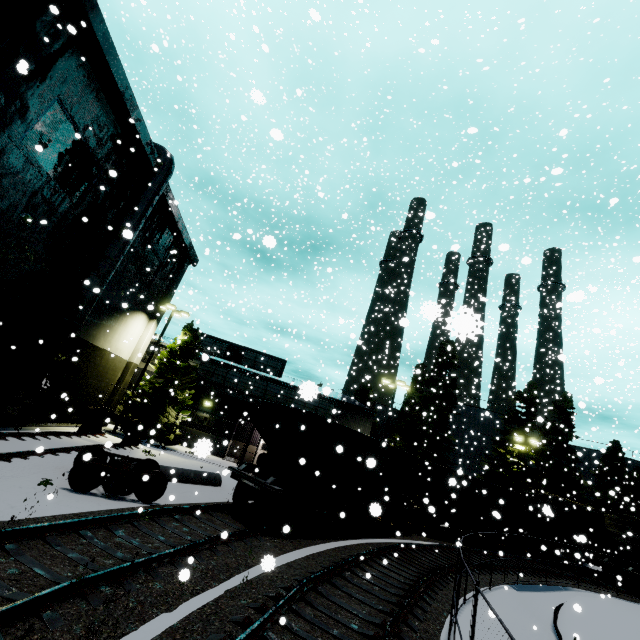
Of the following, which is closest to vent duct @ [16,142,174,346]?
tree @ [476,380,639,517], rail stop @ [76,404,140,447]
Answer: rail stop @ [76,404,140,447]

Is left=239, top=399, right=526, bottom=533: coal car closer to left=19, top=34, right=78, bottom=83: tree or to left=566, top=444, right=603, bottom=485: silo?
left=19, top=34, right=78, bottom=83: tree

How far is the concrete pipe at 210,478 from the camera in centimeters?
1445cm

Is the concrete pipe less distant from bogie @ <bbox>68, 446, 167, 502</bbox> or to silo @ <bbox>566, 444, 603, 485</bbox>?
bogie @ <bbox>68, 446, 167, 502</bbox>

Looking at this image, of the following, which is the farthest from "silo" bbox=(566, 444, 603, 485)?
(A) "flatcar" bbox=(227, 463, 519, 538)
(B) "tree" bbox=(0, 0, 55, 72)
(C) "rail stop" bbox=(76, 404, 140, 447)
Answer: (C) "rail stop" bbox=(76, 404, 140, 447)

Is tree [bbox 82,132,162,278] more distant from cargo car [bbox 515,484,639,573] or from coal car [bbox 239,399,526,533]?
cargo car [bbox 515,484,639,573]

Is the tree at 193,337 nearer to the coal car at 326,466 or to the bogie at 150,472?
the coal car at 326,466

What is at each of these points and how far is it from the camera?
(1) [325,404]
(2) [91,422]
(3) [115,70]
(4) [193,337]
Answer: (1) building, 30.44m
(2) rail stop, 18.98m
(3) building, 13.71m
(4) tree, 26.28m
